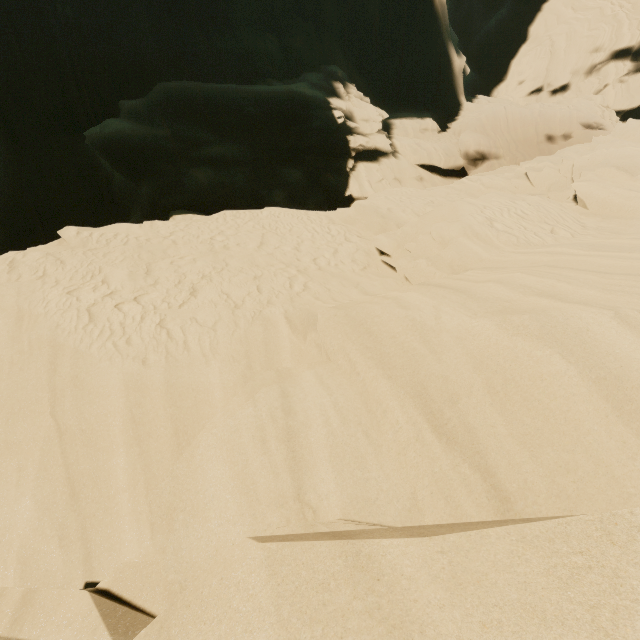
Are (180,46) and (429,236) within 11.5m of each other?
no
